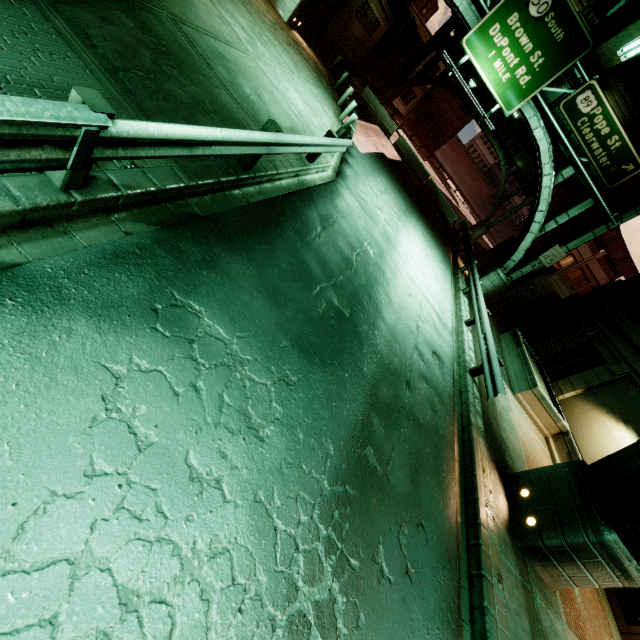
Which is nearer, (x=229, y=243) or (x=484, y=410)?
(x=229, y=243)

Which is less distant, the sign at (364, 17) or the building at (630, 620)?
the building at (630, 620)

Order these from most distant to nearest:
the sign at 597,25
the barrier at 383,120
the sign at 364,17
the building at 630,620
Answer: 1. the barrier at 383,120
2. the sign at 364,17
3. the sign at 597,25
4. the building at 630,620

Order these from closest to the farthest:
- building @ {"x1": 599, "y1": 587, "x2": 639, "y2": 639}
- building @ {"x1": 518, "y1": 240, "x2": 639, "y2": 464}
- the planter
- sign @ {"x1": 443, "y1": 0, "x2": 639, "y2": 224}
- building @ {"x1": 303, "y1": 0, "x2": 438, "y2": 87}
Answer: building @ {"x1": 599, "y1": 587, "x2": 639, "y2": 639} → building @ {"x1": 518, "y1": 240, "x2": 639, "y2": 464} → the planter → sign @ {"x1": 443, "y1": 0, "x2": 639, "y2": 224} → building @ {"x1": 303, "y1": 0, "x2": 438, "y2": 87}

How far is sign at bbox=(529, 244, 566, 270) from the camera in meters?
17.9

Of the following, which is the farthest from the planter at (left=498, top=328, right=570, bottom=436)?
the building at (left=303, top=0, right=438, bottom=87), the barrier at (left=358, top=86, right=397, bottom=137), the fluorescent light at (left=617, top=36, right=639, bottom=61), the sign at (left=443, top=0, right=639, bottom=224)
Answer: the building at (left=303, top=0, right=438, bottom=87)

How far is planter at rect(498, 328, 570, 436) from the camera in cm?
1297

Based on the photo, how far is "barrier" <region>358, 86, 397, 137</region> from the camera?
25.0 meters
